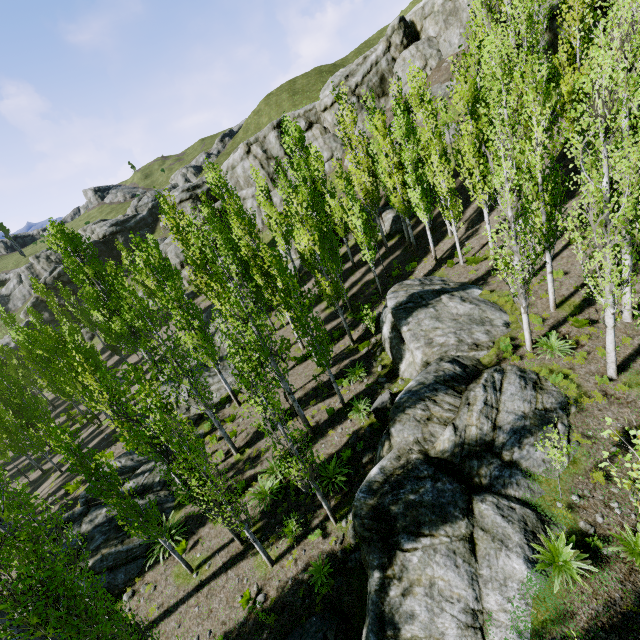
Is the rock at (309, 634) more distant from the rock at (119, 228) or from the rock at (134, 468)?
the rock at (119, 228)

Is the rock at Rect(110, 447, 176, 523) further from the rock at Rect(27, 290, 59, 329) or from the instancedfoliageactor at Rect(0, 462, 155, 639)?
the rock at Rect(27, 290, 59, 329)

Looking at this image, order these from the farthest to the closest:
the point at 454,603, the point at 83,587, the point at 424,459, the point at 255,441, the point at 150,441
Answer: the point at 255,441 < the point at 150,441 < the point at 424,459 < the point at 454,603 < the point at 83,587

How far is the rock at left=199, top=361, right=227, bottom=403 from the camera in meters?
22.6 m

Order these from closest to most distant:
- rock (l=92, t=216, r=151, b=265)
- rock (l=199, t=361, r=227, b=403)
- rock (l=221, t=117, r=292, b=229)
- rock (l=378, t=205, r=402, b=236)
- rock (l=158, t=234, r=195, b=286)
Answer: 1. rock (l=199, t=361, r=227, b=403)
2. rock (l=378, t=205, r=402, b=236)
3. rock (l=221, t=117, r=292, b=229)
4. rock (l=158, t=234, r=195, b=286)
5. rock (l=92, t=216, r=151, b=265)

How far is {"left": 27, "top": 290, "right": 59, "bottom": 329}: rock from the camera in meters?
51.6 m

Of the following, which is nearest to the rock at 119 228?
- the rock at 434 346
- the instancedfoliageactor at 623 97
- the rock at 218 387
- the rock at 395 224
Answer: the instancedfoliageactor at 623 97
